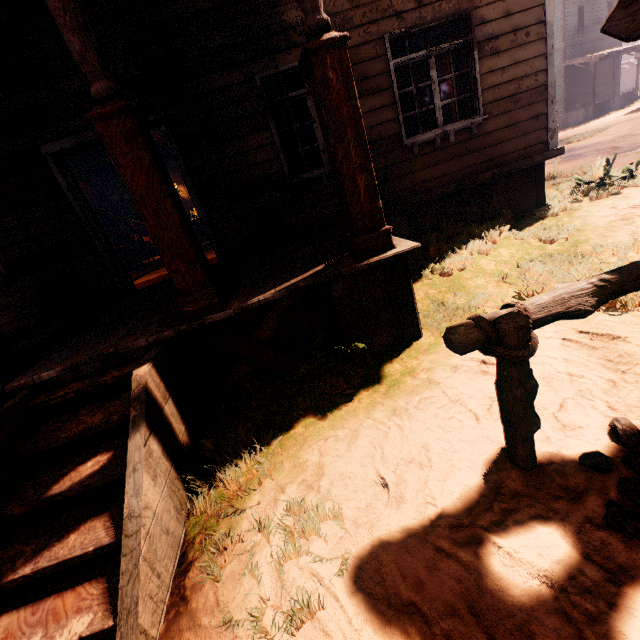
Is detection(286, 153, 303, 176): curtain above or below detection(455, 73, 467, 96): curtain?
below

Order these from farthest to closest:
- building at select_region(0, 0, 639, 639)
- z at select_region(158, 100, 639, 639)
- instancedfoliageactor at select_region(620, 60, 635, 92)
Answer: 1. instancedfoliageactor at select_region(620, 60, 635, 92)
2. building at select_region(0, 0, 639, 639)
3. z at select_region(158, 100, 639, 639)

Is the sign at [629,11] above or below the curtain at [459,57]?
below

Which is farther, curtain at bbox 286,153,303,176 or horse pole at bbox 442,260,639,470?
curtain at bbox 286,153,303,176

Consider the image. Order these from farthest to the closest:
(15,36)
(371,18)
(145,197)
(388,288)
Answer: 1. (371,18)
2. (15,36)
3. (388,288)
4. (145,197)

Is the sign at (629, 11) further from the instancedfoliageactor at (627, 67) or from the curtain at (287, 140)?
the instancedfoliageactor at (627, 67)

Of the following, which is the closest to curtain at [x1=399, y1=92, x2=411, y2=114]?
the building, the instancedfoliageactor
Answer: the building

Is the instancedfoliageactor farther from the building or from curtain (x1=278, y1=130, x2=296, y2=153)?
curtain (x1=278, y1=130, x2=296, y2=153)
